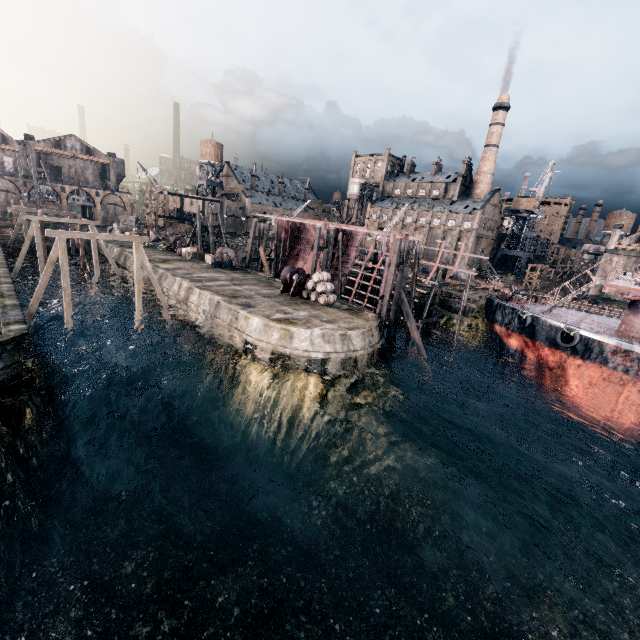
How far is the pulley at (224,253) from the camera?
38.9 meters

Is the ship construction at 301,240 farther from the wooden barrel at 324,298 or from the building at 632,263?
the building at 632,263

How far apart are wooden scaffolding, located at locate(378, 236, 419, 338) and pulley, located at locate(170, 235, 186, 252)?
33.14m

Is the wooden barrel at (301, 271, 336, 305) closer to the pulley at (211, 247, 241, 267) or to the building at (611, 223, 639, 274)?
the pulley at (211, 247, 241, 267)

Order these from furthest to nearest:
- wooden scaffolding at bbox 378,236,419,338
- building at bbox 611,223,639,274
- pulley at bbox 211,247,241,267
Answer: building at bbox 611,223,639,274 → pulley at bbox 211,247,241,267 → wooden scaffolding at bbox 378,236,419,338

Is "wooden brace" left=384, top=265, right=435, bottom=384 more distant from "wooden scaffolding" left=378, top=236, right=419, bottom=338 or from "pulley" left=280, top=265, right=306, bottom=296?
"pulley" left=280, top=265, right=306, bottom=296

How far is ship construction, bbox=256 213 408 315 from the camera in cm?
3441

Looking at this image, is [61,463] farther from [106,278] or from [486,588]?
[106,278]
